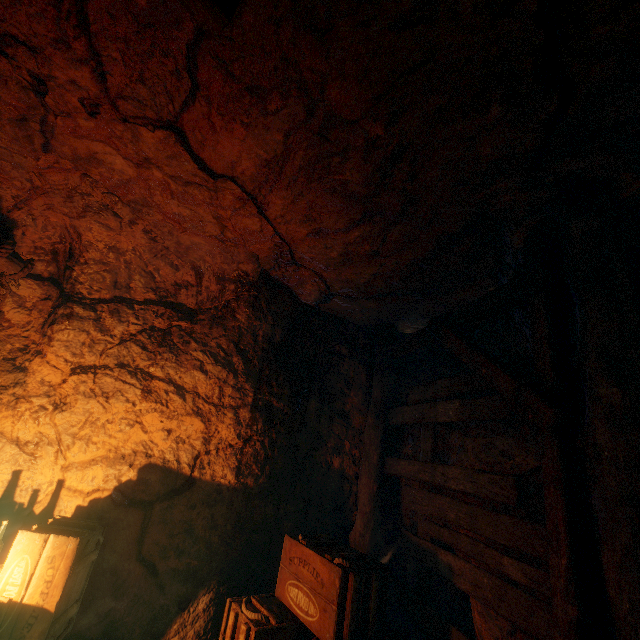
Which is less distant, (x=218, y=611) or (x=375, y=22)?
(x=375, y=22)

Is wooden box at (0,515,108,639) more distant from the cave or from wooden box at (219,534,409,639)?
wooden box at (219,534,409,639)

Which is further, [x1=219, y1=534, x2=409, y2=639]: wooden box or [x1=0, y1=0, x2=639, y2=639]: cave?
[x1=219, y1=534, x2=409, y2=639]: wooden box

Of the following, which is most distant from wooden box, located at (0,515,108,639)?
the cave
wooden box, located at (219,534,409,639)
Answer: wooden box, located at (219,534,409,639)

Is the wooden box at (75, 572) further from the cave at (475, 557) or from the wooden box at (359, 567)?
the wooden box at (359, 567)
